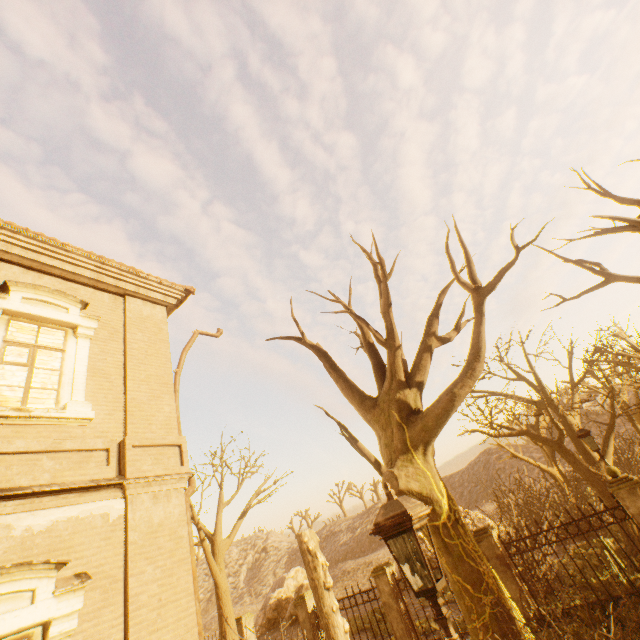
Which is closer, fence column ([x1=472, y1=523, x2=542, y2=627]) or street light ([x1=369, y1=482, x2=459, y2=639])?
street light ([x1=369, y1=482, x2=459, y2=639])

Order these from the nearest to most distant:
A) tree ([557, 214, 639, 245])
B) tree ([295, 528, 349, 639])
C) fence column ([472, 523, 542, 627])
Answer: tree ([557, 214, 639, 245]), fence column ([472, 523, 542, 627]), tree ([295, 528, 349, 639])

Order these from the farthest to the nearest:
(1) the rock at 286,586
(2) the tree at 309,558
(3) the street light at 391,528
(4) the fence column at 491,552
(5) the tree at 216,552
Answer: (1) the rock at 286,586 < (5) the tree at 216,552 < (2) the tree at 309,558 < (4) the fence column at 491,552 < (3) the street light at 391,528

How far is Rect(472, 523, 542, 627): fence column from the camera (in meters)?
8.82

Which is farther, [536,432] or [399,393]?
[536,432]

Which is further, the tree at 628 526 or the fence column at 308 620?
the fence column at 308 620

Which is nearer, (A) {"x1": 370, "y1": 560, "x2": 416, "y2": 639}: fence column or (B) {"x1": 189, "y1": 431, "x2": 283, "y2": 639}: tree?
(A) {"x1": 370, "y1": 560, "x2": 416, "y2": 639}: fence column

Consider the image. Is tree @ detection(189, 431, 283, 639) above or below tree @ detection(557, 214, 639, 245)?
below
